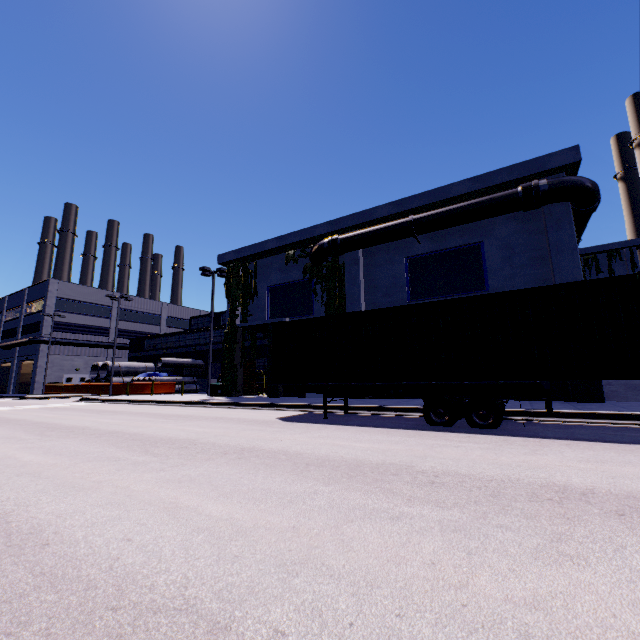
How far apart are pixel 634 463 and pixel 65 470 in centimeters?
875cm

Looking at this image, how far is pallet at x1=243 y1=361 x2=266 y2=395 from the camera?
25.39m

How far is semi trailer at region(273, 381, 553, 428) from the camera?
8.4m

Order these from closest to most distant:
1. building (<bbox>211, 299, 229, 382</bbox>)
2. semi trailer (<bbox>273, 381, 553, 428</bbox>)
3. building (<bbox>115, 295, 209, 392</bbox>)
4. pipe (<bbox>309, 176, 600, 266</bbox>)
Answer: semi trailer (<bbox>273, 381, 553, 428</bbox>) < pipe (<bbox>309, 176, 600, 266</bbox>) < building (<bbox>211, 299, 229, 382</bbox>) < building (<bbox>115, 295, 209, 392</bbox>)

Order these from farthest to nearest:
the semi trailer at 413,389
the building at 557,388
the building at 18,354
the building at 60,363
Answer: the building at 60,363 → the building at 18,354 → the building at 557,388 → the semi trailer at 413,389

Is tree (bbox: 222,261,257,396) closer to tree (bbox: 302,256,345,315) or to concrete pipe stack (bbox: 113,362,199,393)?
concrete pipe stack (bbox: 113,362,199,393)

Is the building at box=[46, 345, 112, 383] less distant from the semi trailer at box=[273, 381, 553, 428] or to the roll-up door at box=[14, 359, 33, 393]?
the roll-up door at box=[14, 359, 33, 393]

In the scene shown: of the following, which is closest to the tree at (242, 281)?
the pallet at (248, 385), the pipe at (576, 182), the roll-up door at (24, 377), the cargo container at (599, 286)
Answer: the pallet at (248, 385)
